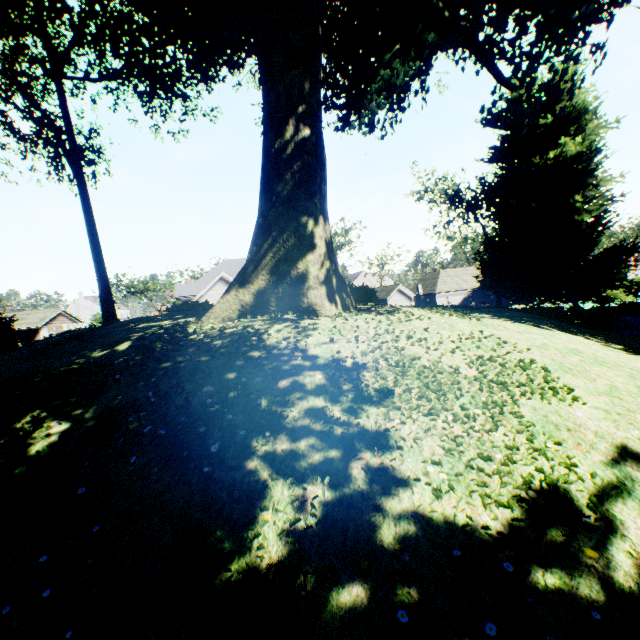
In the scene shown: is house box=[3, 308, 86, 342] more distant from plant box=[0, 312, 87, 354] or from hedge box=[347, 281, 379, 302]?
hedge box=[347, 281, 379, 302]

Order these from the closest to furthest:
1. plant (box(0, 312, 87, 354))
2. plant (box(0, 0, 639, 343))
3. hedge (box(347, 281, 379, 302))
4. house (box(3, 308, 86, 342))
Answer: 1. plant (box(0, 0, 639, 343))
2. plant (box(0, 312, 87, 354))
3. hedge (box(347, 281, 379, 302))
4. house (box(3, 308, 86, 342))

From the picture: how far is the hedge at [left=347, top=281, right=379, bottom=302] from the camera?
15.26m

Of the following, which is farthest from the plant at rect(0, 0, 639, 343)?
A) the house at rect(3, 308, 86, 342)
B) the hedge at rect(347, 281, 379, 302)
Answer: the house at rect(3, 308, 86, 342)

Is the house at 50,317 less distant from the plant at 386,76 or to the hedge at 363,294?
the plant at 386,76

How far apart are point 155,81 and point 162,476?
22.1m

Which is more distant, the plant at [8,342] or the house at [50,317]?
the house at [50,317]
